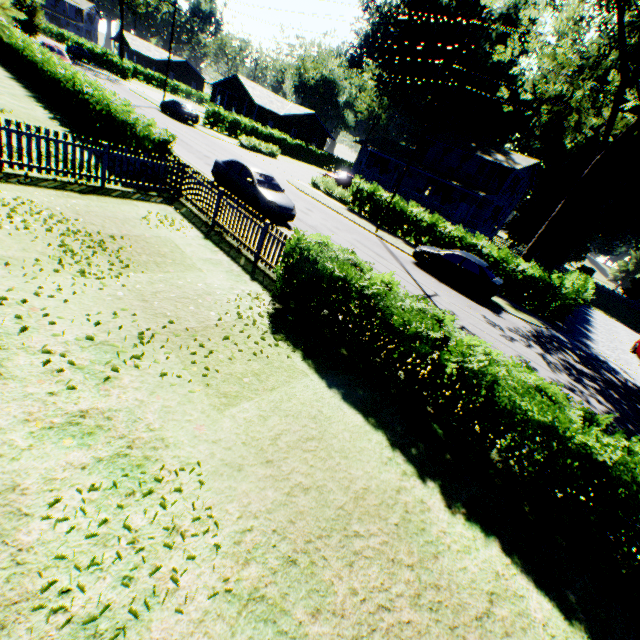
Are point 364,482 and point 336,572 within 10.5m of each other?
yes

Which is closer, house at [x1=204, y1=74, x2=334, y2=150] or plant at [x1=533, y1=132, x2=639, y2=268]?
plant at [x1=533, y1=132, x2=639, y2=268]

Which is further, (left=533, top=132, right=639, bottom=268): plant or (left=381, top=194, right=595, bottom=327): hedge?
(left=533, top=132, right=639, bottom=268): plant

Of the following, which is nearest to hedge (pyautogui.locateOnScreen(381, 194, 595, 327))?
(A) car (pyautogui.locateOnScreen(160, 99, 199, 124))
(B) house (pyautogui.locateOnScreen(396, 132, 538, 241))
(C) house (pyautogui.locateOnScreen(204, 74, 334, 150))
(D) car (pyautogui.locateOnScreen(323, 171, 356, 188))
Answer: (D) car (pyautogui.locateOnScreen(323, 171, 356, 188))

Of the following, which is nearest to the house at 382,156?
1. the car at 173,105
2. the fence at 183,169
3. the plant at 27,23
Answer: the plant at 27,23

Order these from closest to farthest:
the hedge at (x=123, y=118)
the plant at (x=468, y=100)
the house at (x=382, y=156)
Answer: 1. the hedge at (x=123, y=118)
2. the house at (x=382, y=156)
3. the plant at (x=468, y=100)

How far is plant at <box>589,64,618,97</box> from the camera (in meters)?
39.22

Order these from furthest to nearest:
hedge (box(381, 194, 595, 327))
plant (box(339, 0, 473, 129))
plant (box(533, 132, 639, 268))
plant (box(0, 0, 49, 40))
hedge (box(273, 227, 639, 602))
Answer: plant (box(339, 0, 473, 129)) < plant (box(533, 132, 639, 268)) < hedge (box(381, 194, 595, 327)) < plant (box(0, 0, 49, 40)) < hedge (box(273, 227, 639, 602))
